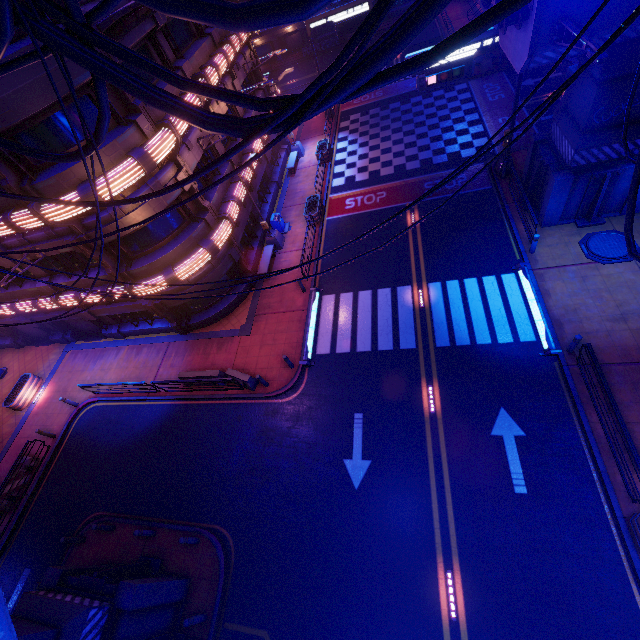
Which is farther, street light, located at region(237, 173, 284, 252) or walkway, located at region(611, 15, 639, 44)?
street light, located at region(237, 173, 284, 252)

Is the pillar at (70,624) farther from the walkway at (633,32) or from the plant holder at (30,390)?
the walkway at (633,32)

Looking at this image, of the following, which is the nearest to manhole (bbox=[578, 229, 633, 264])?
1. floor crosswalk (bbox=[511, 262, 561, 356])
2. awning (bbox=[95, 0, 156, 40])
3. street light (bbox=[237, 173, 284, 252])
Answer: floor crosswalk (bbox=[511, 262, 561, 356])

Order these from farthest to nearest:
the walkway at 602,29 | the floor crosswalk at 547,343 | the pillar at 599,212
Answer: the floor crosswalk at 547,343 < the pillar at 599,212 < the walkway at 602,29

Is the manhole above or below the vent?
below

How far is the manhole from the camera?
14.1 meters

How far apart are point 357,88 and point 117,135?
13.02m

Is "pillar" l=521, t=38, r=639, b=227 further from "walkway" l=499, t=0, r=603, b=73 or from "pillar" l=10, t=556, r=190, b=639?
"pillar" l=10, t=556, r=190, b=639
